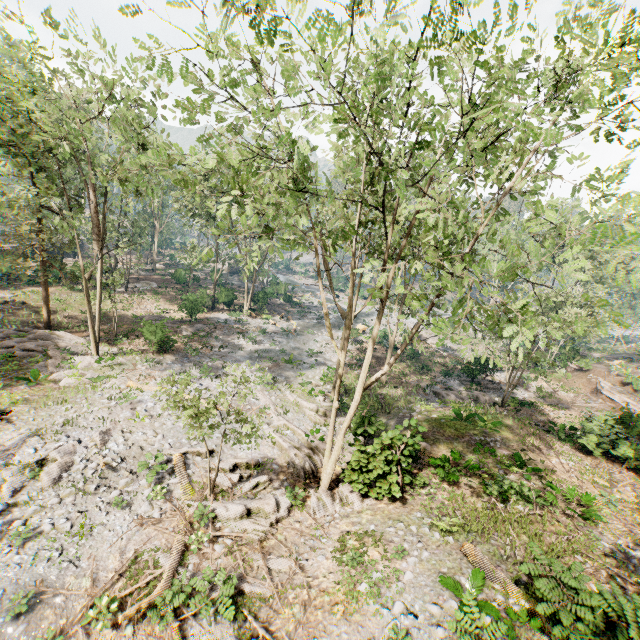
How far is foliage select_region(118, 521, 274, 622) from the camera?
9.6m

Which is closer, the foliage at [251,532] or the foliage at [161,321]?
the foliage at [251,532]

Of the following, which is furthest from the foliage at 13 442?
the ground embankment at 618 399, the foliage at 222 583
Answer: the foliage at 222 583

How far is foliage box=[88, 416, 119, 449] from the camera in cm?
1508

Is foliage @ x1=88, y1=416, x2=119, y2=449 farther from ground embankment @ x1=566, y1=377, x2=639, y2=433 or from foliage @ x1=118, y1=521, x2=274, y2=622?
foliage @ x1=118, y1=521, x2=274, y2=622

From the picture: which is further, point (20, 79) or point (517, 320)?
point (20, 79)

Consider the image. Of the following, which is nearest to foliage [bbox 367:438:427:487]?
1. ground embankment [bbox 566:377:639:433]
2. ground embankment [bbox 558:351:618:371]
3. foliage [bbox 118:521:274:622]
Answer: ground embankment [bbox 566:377:639:433]
